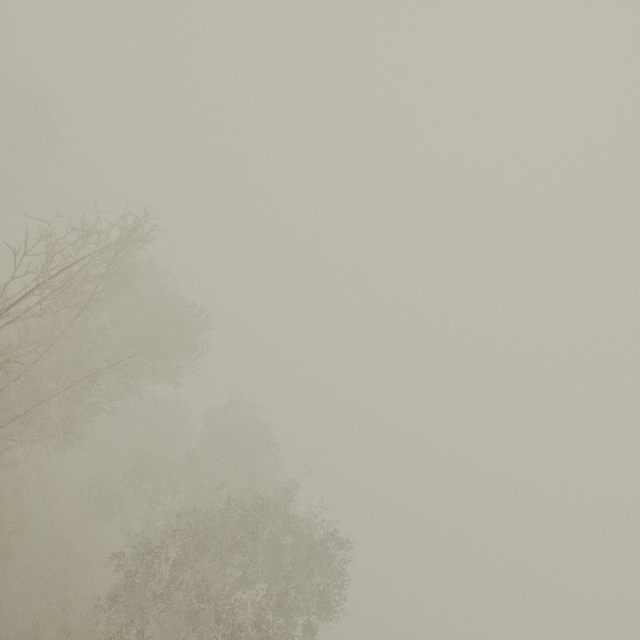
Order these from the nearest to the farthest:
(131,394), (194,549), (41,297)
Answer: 1. (194,549)
2. (131,394)
3. (41,297)
